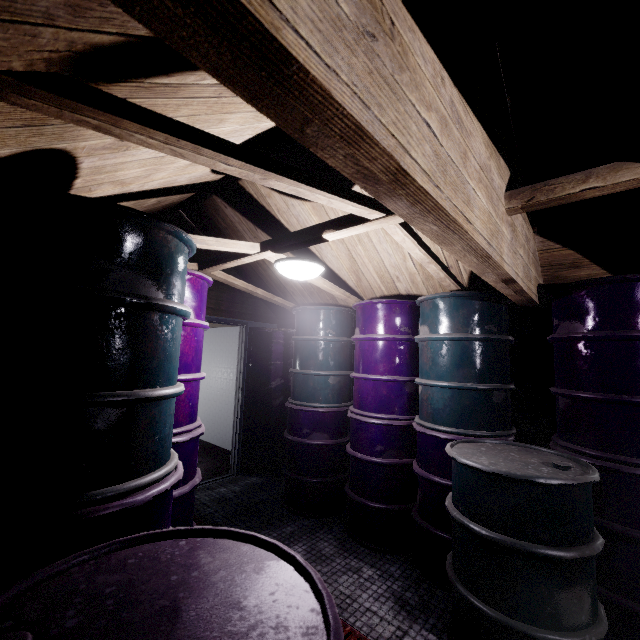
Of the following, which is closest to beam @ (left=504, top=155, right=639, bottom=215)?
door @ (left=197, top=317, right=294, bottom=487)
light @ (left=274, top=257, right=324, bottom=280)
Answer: light @ (left=274, top=257, right=324, bottom=280)

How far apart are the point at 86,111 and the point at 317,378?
2.82m

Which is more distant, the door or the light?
the door

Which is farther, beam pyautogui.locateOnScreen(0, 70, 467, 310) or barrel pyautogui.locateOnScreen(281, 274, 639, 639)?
barrel pyautogui.locateOnScreen(281, 274, 639, 639)

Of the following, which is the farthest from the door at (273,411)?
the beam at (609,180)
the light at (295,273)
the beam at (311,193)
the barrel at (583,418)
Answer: the beam at (609,180)

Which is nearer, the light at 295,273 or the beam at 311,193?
the beam at 311,193

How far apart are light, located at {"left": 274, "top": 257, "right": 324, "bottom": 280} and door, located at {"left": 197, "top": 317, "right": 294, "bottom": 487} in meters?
2.0

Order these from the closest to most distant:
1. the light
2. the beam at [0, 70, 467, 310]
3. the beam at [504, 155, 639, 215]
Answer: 1. the beam at [0, 70, 467, 310]
2. the beam at [504, 155, 639, 215]
3. the light
